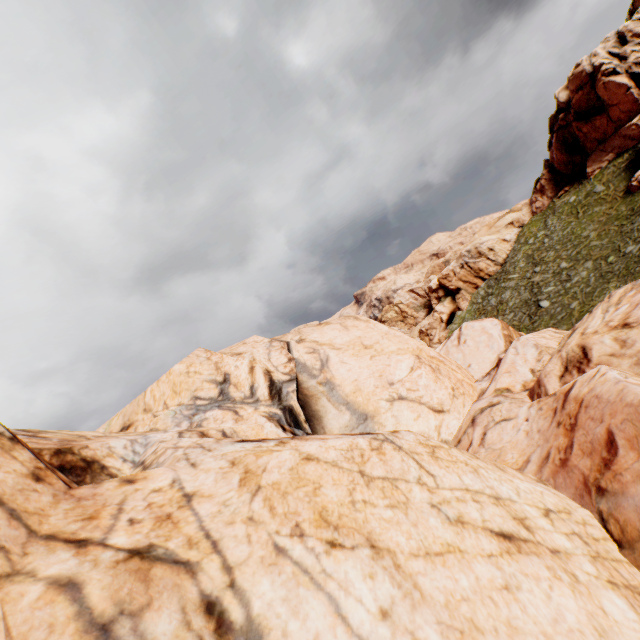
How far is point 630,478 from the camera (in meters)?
5.56
